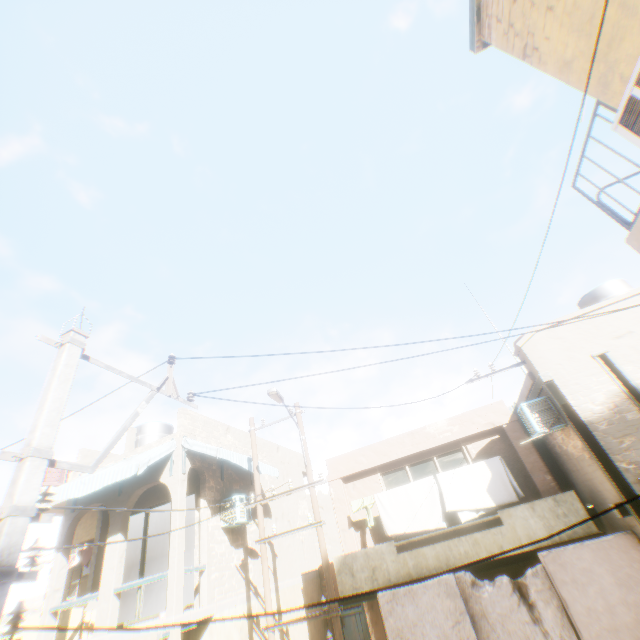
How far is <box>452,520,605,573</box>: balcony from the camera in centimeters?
780cm

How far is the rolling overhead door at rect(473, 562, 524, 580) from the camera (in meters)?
9.62

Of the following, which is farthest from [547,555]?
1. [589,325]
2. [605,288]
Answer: [605,288]

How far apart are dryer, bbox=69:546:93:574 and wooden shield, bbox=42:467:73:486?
2.2 meters

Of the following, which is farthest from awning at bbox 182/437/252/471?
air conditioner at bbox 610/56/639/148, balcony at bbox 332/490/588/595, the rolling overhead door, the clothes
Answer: air conditioner at bbox 610/56/639/148

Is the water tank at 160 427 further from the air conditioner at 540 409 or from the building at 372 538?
the air conditioner at 540 409

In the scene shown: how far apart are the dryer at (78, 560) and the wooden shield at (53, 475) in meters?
2.2

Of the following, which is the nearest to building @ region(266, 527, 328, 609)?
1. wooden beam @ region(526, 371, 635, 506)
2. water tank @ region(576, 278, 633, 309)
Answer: wooden beam @ region(526, 371, 635, 506)
